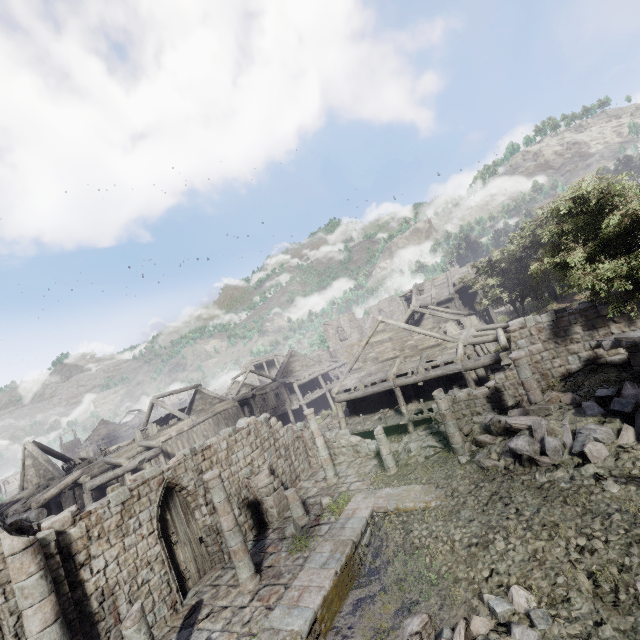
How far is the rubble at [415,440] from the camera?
15.2m

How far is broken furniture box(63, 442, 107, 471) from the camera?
22.1m

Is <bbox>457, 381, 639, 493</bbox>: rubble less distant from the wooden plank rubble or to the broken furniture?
the wooden plank rubble

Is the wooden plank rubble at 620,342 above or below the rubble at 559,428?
above

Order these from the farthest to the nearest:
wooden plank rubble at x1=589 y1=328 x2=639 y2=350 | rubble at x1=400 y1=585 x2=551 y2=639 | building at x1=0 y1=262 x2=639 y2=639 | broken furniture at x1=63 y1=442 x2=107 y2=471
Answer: broken furniture at x1=63 y1=442 x2=107 y2=471 < wooden plank rubble at x1=589 y1=328 x2=639 y2=350 < building at x1=0 y1=262 x2=639 y2=639 < rubble at x1=400 y1=585 x2=551 y2=639

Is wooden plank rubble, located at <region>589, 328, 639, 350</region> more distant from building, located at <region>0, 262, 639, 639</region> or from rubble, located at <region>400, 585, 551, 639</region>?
rubble, located at <region>400, 585, 551, 639</region>

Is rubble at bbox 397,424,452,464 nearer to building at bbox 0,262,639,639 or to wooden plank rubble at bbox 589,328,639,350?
building at bbox 0,262,639,639

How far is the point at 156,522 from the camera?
11.48m
